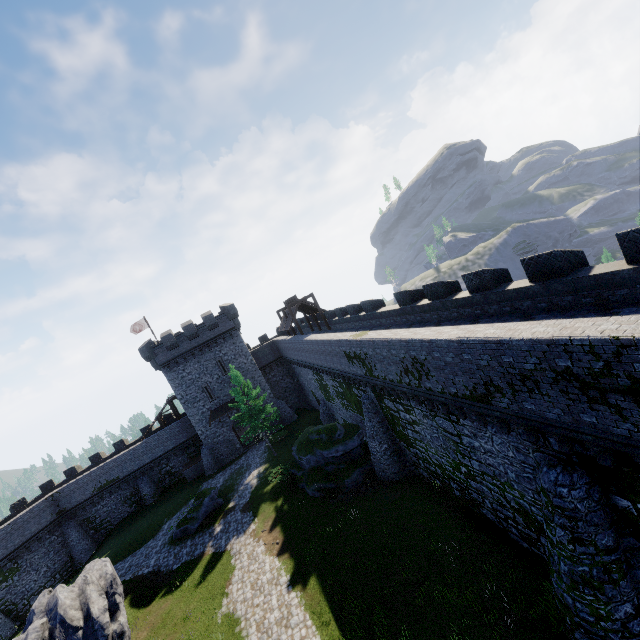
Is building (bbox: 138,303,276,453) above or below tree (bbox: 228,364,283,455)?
above

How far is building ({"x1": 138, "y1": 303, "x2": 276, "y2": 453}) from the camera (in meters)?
37.56

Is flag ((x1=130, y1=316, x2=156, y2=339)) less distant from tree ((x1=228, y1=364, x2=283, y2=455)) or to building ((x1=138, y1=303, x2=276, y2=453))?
building ((x1=138, y1=303, x2=276, y2=453))

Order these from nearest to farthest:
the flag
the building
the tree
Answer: the tree, the building, the flag

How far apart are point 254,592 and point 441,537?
10.9 meters

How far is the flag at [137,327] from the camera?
42.38m

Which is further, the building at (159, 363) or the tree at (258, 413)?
the building at (159, 363)
